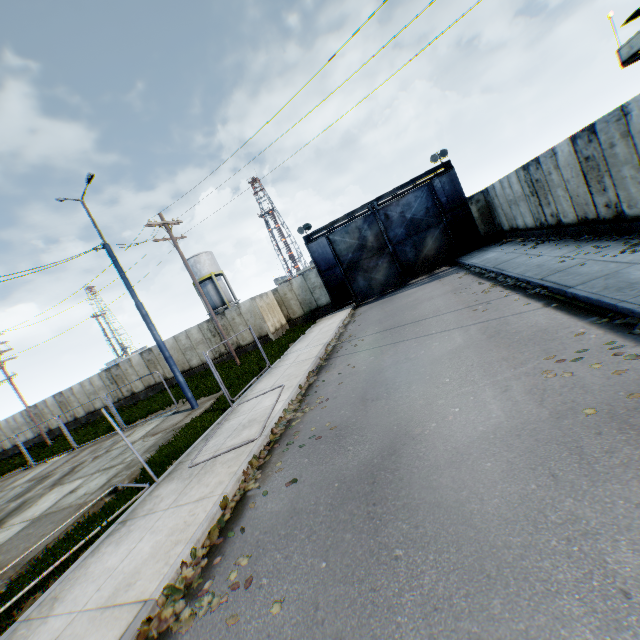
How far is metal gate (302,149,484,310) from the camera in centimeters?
2123cm

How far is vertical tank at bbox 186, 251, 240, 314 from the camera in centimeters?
4216cm

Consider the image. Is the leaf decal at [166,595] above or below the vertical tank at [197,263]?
below

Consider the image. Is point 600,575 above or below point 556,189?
below

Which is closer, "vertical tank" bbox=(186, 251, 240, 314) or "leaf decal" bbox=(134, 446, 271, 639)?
"leaf decal" bbox=(134, 446, 271, 639)

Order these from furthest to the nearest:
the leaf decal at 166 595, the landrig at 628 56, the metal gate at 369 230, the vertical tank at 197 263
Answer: the vertical tank at 197 263, the metal gate at 369 230, the landrig at 628 56, the leaf decal at 166 595

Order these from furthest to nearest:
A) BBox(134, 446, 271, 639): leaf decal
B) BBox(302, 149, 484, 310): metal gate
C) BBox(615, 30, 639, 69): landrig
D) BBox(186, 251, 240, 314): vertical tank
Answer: BBox(186, 251, 240, 314): vertical tank, BBox(302, 149, 484, 310): metal gate, BBox(615, 30, 639, 69): landrig, BBox(134, 446, 271, 639): leaf decal

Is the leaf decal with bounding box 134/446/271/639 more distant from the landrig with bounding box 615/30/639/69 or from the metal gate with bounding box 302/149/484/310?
the landrig with bounding box 615/30/639/69
